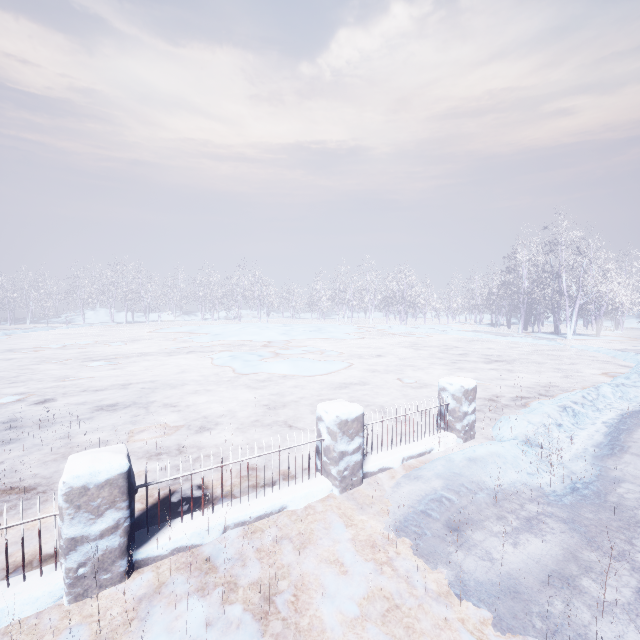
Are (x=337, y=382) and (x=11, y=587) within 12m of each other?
yes
